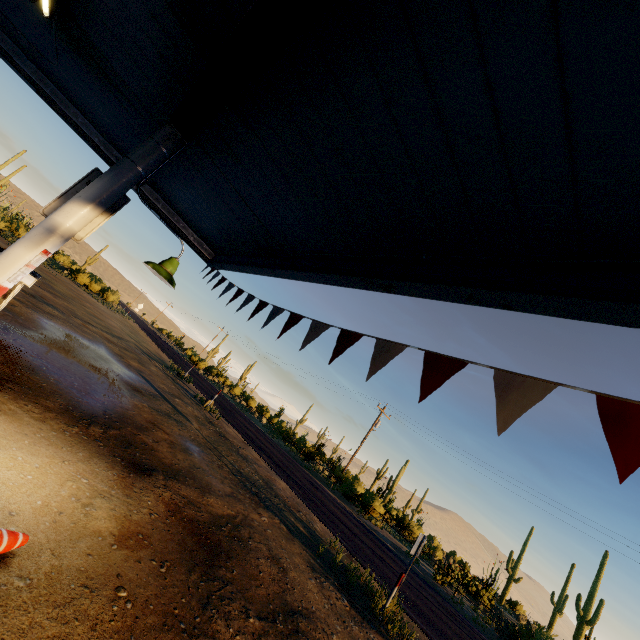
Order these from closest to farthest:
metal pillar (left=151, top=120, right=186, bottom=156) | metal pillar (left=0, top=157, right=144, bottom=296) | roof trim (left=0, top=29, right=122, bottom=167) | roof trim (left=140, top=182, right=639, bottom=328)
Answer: roof trim (left=140, top=182, right=639, bottom=328), metal pillar (left=0, top=157, right=144, bottom=296), metal pillar (left=151, top=120, right=186, bottom=156), roof trim (left=0, top=29, right=122, bottom=167)

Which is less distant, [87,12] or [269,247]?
[87,12]

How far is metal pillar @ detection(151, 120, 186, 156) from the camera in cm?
382

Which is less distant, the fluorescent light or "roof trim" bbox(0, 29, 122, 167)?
the fluorescent light

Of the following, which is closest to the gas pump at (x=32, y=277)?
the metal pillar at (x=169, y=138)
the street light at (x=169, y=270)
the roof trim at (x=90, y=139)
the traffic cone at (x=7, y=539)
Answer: the metal pillar at (x=169, y=138)

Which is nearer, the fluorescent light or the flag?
the flag

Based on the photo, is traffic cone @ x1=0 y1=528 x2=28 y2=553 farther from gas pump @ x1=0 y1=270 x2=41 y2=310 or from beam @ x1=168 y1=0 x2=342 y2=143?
beam @ x1=168 y1=0 x2=342 y2=143

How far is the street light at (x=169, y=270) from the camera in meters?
3.9 m
